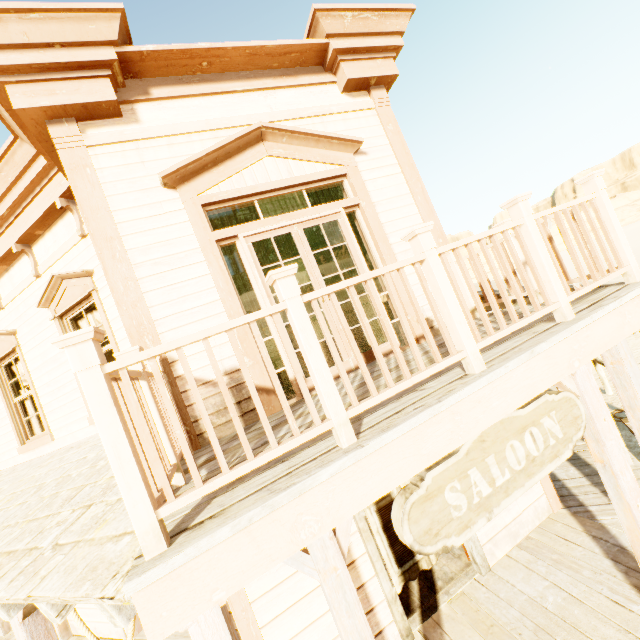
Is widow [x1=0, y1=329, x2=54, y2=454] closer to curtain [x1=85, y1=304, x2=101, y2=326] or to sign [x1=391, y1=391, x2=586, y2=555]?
curtain [x1=85, y1=304, x2=101, y2=326]

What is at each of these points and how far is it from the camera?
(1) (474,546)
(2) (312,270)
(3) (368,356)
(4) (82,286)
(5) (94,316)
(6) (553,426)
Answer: (1) door, 4.1 meters
(2) door, 4.1 meters
(3) door, 4.1 meters
(4) widow, 4.8 meters
(5) curtain, 5.2 meters
(6) sign, 2.4 meters

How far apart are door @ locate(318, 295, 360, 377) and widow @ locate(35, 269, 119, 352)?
2.3 meters

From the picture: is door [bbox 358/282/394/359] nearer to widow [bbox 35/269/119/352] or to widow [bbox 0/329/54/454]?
widow [bbox 35/269/119/352]

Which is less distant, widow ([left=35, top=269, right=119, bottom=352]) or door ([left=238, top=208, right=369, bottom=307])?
door ([left=238, top=208, right=369, bottom=307])

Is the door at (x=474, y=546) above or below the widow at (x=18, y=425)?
below

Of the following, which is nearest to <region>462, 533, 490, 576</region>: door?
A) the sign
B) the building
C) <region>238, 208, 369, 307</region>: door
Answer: the building

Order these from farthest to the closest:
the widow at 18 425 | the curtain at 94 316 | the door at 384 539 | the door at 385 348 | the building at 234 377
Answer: the widow at 18 425
the curtain at 94 316
the door at 385 348
the door at 384 539
the building at 234 377
